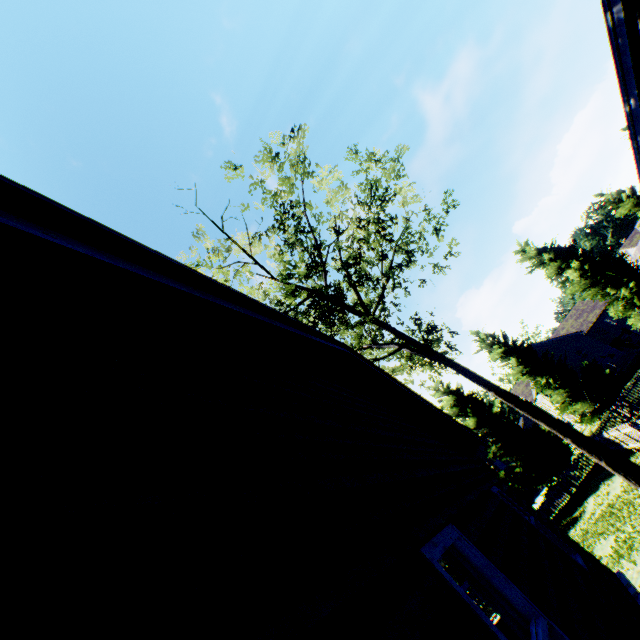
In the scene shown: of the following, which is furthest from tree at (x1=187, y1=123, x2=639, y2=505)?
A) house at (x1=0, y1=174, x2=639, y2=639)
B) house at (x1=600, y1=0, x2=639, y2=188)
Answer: house at (x1=600, y1=0, x2=639, y2=188)

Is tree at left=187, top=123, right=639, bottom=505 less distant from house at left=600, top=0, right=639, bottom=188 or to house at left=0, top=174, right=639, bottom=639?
house at left=0, top=174, right=639, bottom=639

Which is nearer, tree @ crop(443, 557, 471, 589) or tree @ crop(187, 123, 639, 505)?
tree @ crop(187, 123, 639, 505)

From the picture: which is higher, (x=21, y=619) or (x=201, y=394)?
(x=201, y=394)

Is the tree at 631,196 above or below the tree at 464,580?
above

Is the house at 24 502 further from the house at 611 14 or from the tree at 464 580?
the house at 611 14

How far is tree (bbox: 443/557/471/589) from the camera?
23.2m
